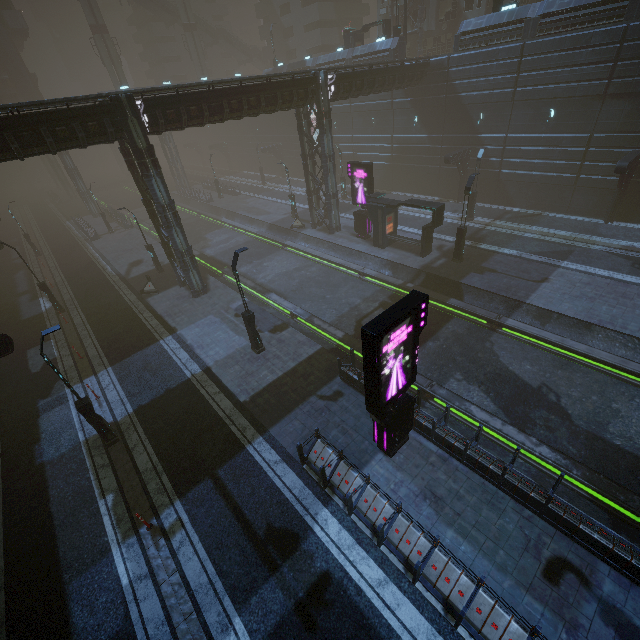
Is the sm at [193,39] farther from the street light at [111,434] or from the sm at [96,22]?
the street light at [111,434]

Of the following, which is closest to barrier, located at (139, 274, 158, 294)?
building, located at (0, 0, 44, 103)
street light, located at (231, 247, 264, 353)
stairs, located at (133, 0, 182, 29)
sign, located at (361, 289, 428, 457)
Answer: building, located at (0, 0, 44, 103)

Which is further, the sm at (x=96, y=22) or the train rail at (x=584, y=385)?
the sm at (x=96, y=22)

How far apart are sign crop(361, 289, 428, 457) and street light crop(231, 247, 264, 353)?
7.9 meters

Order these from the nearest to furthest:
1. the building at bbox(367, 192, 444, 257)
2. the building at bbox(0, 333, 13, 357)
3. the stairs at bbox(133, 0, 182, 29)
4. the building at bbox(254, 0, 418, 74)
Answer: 1. the building at bbox(0, 333, 13, 357)
2. the building at bbox(367, 192, 444, 257)
3. the building at bbox(254, 0, 418, 74)
4. the stairs at bbox(133, 0, 182, 29)

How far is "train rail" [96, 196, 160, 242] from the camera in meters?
39.6

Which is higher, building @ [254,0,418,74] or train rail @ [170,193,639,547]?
building @ [254,0,418,74]

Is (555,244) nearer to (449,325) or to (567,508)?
(449,325)
